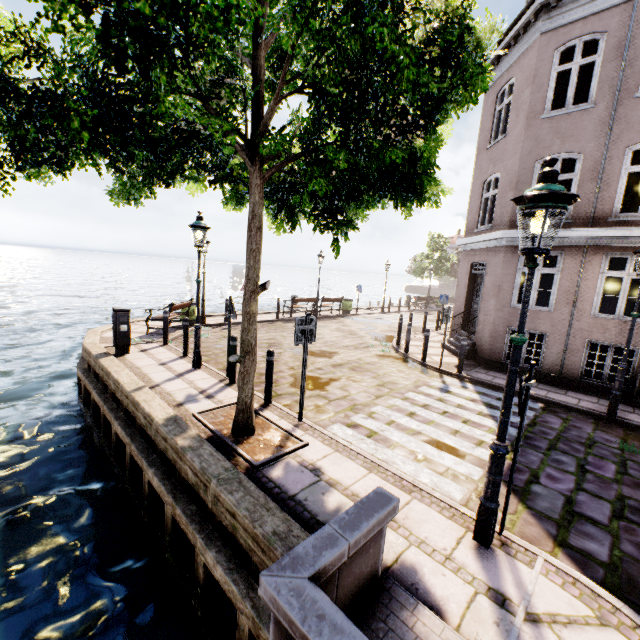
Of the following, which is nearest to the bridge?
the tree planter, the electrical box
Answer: the tree planter

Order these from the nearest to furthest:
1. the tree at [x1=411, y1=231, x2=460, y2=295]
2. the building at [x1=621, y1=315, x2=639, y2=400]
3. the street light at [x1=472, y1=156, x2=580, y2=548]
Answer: the street light at [x1=472, y1=156, x2=580, y2=548], the building at [x1=621, y1=315, x2=639, y2=400], the tree at [x1=411, y1=231, x2=460, y2=295]

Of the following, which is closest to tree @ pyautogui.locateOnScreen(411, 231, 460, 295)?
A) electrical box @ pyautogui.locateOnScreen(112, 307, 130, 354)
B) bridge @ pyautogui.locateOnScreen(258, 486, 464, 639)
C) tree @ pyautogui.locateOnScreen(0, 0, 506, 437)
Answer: tree @ pyautogui.locateOnScreen(0, 0, 506, 437)

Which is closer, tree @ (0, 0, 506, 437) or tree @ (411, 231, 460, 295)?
tree @ (0, 0, 506, 437)

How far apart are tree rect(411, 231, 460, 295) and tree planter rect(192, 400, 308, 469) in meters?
31.7 m

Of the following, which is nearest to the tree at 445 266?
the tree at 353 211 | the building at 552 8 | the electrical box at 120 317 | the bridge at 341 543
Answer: the building at 552 8

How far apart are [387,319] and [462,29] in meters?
17.8

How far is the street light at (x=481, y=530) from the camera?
2.8m
